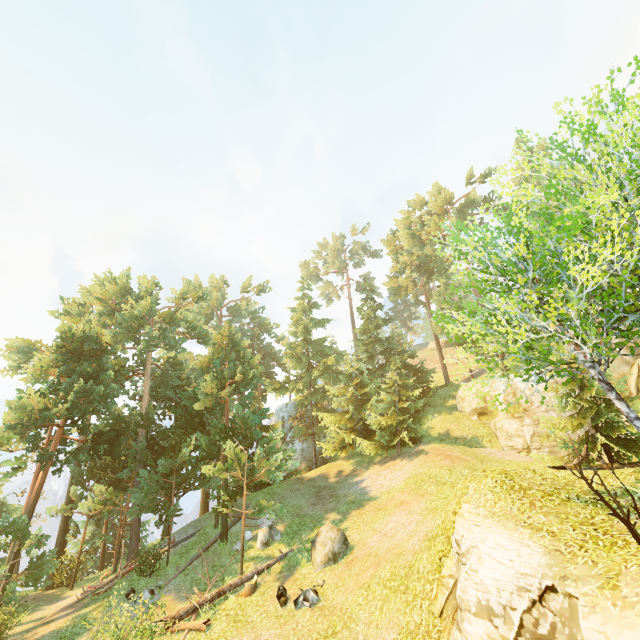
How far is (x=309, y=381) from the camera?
35.8m

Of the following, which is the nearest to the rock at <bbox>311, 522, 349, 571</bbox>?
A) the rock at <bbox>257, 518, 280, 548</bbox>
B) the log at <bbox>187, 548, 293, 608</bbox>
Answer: the log at <bbox>187, 548, 293, 608</bbox>

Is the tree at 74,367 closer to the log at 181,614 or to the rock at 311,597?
the log at 181,614

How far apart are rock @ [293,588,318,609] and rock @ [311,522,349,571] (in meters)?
1.02

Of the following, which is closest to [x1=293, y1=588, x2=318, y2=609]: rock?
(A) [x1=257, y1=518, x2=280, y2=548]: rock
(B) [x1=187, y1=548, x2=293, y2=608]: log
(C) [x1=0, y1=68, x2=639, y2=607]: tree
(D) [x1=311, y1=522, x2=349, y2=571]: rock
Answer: (D) [x1=311, y1=522, x2=349, y2=571]: rock

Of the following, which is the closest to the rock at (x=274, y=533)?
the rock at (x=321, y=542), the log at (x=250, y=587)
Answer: the log at (x=250, y=587)

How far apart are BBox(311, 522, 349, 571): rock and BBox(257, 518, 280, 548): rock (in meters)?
3.29

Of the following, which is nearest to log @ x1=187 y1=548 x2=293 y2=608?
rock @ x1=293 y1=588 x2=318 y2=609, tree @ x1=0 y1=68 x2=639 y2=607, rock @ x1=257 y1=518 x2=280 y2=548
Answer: tree @ x1=0 y1=68 x2=639 y2=607
